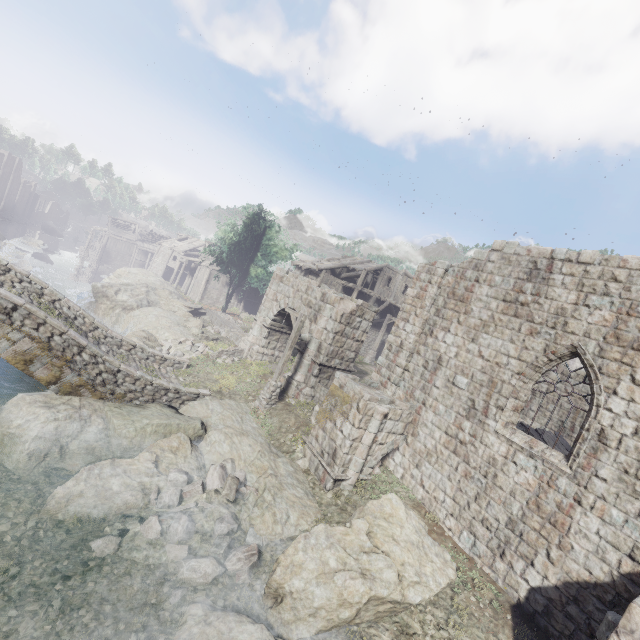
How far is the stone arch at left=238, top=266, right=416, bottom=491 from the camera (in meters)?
11.23

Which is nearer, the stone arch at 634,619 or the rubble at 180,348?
the stone arch at 634,619

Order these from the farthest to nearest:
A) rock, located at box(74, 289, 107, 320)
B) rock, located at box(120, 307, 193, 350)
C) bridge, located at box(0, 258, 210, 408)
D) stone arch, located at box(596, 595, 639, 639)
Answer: rock, located at box(74, 289, 107, 320) → rock, located at box(120, 307, 193, 350) → bridge, located at box(0, 258, 210, 408) → stone arch, located at box(596, 595, 639, 639)

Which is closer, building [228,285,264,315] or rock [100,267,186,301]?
rock [100,267,186,301]

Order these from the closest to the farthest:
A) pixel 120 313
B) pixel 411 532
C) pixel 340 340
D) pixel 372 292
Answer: pixel 411 532
pixel 340 340
pixel 120 313
pixel 372 292

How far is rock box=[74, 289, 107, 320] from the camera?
25.39m

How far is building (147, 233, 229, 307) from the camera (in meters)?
42.81

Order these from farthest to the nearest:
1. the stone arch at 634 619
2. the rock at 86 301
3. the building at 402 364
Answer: the rock at 86 301 < the building at 402 364 < the stone arch at 634 619
